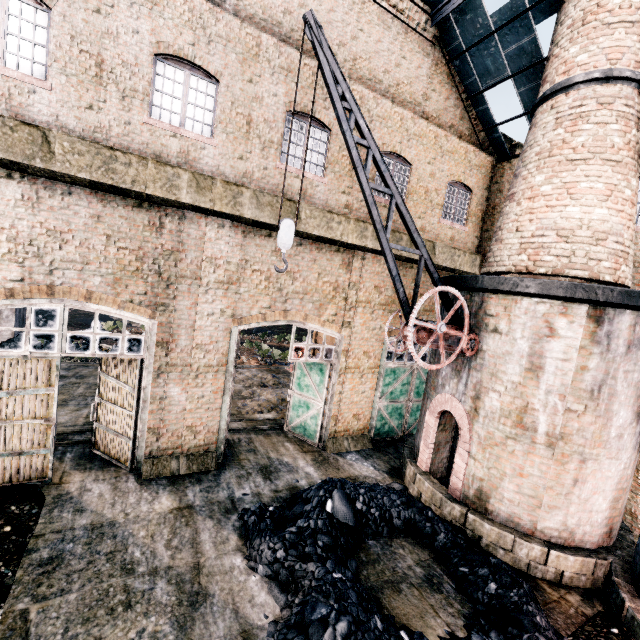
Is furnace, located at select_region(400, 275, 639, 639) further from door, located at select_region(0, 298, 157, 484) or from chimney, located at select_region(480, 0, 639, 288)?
door, located at select_region(0, 298, 157, 484)

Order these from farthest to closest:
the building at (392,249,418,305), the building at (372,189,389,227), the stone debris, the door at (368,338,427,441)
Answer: the stone debris < the door at (368,338,427,441) < the building at (392,249,418,305) < the building at (372,189,389,227)

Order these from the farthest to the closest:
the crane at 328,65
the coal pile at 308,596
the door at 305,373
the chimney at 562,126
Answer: the door at 305,373 < the chimney at 562,126 < the crane at 328,65 < the coal pile at 308,596

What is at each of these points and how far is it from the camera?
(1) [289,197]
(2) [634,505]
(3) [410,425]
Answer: (1) building, 10.7m
(2) building, 10.1m
(3) door, 15.5m

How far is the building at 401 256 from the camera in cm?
1314

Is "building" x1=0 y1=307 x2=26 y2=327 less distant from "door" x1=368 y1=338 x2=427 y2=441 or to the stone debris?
the stone debris

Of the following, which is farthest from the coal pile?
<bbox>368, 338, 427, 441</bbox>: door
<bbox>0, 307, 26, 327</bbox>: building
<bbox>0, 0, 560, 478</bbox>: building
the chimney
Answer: <bbox>0, 307, 26, 327</bbox>: building

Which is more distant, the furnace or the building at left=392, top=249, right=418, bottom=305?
the building at left=392, top=249, right=418, bottom=305
